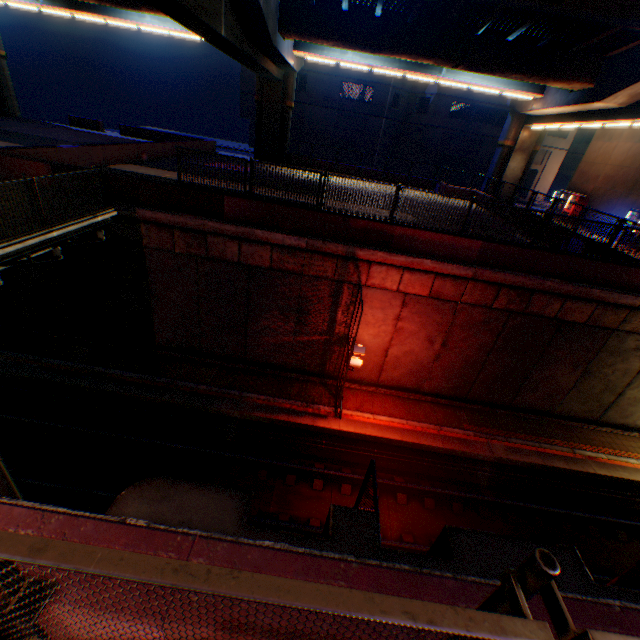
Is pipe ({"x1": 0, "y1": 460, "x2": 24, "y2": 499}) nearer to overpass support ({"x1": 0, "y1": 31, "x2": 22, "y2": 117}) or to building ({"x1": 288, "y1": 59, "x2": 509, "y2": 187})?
overpass support ({"x1": 0, "y1": 31, "x2": 22, "y2": 117})

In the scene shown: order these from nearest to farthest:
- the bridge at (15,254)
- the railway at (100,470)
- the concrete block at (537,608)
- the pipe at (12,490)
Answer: the concrete block at (537,608) → the pipe at (12,490) → the bridge at (15,254) → the railway at (100,470)

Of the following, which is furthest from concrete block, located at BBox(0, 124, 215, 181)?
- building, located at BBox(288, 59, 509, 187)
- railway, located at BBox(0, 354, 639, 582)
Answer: building, located at BBox(288, 59, 509, 187)

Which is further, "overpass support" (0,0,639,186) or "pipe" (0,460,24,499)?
"overpass support" (0,0,639,186)

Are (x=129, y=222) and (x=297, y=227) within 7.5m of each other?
yes

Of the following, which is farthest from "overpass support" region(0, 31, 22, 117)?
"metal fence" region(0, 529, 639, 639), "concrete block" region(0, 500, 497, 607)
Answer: "concrete block" region(0, 500, 497, 607)

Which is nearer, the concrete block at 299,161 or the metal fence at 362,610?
the metal fence at 362,610

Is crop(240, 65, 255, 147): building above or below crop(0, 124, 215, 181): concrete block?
above
